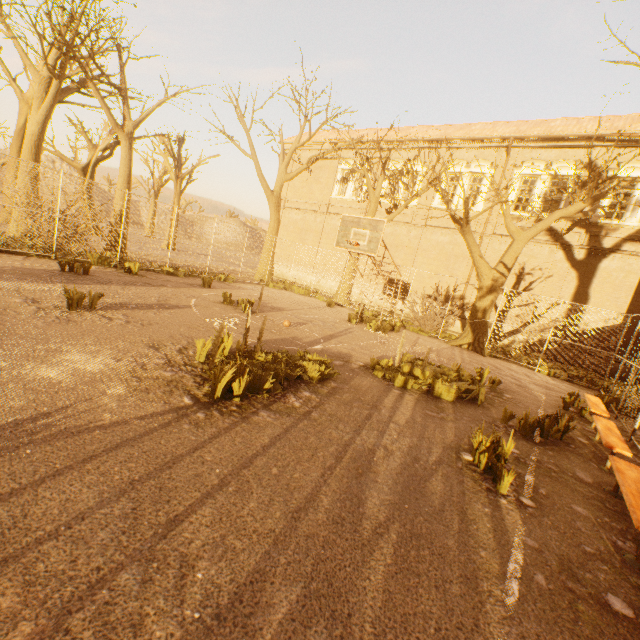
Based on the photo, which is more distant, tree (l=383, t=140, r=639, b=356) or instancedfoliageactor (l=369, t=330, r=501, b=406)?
tree (l=383, t=140, r=639, b=356)

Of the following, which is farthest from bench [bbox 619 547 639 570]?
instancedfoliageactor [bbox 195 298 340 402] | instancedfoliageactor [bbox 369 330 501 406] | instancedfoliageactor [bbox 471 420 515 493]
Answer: instancedfoliageactor [bbox 195 298 340 402]

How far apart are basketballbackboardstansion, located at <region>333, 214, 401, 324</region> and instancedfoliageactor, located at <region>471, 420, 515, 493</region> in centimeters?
721cm

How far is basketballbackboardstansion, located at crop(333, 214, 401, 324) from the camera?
10.52m

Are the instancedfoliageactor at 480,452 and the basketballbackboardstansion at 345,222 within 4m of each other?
no

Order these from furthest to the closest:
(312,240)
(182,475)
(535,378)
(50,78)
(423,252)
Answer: (312,240) < (423,252) < (50,78) < (535,378) < (182,475)

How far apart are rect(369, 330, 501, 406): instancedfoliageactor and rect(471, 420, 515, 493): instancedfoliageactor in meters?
2.2

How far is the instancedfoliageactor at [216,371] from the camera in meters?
4.4 m
